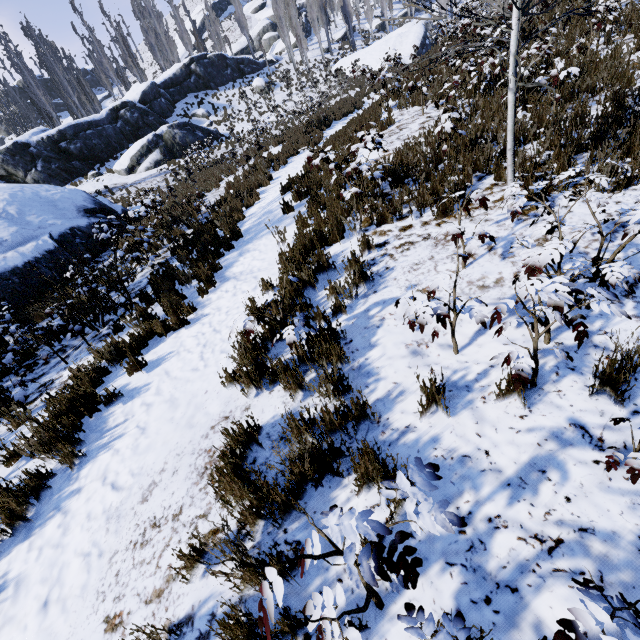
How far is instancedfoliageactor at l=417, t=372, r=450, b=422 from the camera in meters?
2.6 m

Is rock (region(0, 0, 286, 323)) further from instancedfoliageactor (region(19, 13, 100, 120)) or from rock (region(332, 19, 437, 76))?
rock (region(332, 19, 437, 76))

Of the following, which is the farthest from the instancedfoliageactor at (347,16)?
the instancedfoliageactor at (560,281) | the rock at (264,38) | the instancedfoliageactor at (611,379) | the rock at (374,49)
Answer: the instancedfoliageactor at (611,379)

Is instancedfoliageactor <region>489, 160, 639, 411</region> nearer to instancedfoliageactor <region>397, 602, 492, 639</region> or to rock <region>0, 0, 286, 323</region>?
instancedfoliageactor <region>397, 602, 492, 639</region>

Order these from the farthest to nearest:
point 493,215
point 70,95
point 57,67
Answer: point 70,95, point 57,67, point 493,215

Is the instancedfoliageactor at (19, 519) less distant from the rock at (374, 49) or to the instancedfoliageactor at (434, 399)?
the rock at (374, 49)

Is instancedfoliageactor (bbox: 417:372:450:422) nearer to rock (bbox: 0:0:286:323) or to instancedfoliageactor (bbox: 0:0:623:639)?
instancedfoliageactor (bbox: 0:0:623:639)

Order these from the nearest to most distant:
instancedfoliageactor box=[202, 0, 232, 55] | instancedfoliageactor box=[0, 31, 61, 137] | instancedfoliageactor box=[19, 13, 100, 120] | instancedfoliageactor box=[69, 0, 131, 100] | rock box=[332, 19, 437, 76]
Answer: instancedfoliageactor box=[0, 31, 61, 137]
instancedfoliageactor box=[19, 13, 100, 120]
rock box=[332, 19, 437, 76]
instancedfoliageactor box=[69, 0, 131, 100]
instancedfoliageactor box=[202, 0, 232, 55]
